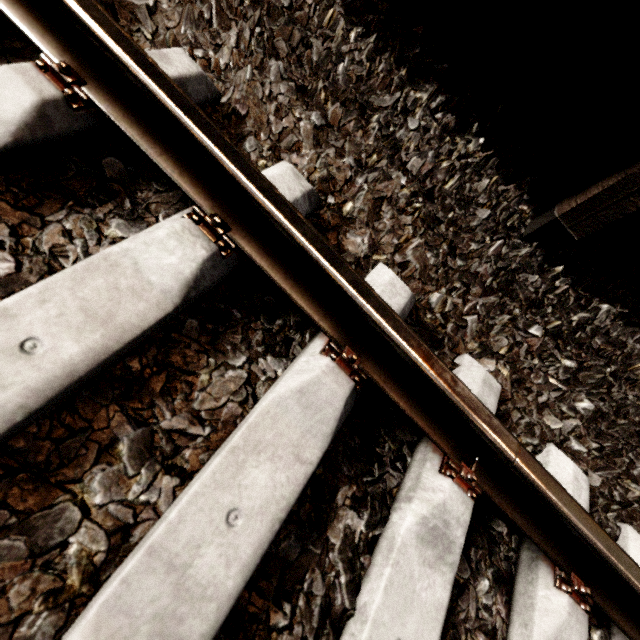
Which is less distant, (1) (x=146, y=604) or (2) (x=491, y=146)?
(1) (x=146, y=604)

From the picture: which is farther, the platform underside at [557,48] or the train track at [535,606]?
the platform underside at [557,48]

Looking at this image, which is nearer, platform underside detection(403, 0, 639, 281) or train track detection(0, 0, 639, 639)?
train track detection(0, 0, 639, 639)

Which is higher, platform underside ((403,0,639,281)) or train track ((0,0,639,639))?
platform underside ((403,0,639,281))

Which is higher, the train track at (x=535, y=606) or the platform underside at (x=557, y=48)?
the platform underside at (x=557, y=48)
